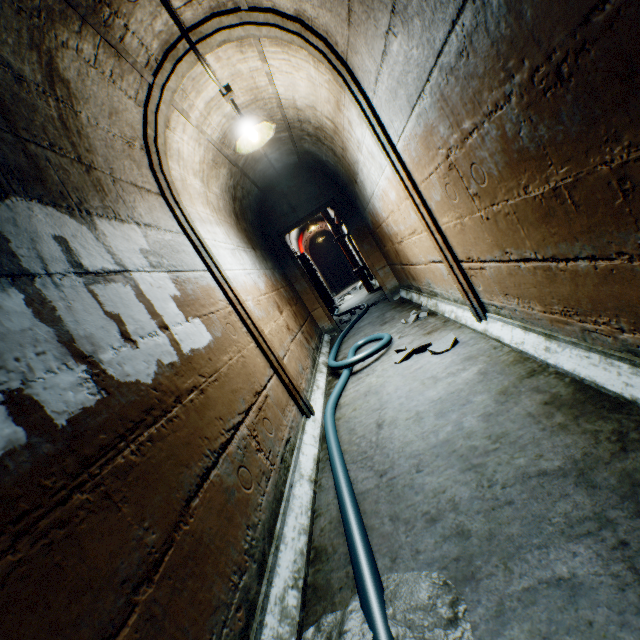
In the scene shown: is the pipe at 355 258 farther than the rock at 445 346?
Yes

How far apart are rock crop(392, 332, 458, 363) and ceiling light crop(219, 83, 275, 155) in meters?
2.5

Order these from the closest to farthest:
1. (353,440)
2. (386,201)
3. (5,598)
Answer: (5,598) → (353,440) → (386,201)

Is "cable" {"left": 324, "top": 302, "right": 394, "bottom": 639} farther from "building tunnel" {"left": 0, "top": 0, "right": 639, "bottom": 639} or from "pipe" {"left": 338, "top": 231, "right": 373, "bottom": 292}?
"pipe" {"left": 338, "top": 231, "right": 373, "bottom": 292}

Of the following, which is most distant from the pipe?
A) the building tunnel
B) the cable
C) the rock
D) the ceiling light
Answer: the rock

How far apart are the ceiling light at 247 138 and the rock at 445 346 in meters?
2.5 m

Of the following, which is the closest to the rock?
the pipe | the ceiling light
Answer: the ceiling light

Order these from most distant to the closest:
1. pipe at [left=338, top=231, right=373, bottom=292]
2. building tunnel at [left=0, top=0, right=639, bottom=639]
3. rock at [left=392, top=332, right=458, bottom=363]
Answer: pipe at [left=338, top=231, right=373, bottom=292], rock at [left=392, top=332, right=458, bottom=363], building tunnel at [left=0, top=0, right=639, bottom=639]
